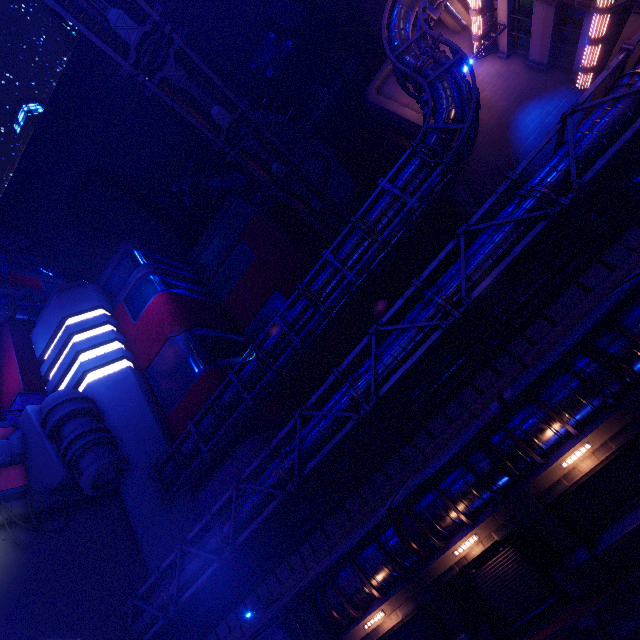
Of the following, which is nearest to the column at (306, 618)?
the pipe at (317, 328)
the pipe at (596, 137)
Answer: the pipe at (596, 137)

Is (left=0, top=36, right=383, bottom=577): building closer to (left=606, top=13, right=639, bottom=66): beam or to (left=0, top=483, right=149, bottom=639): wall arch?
(left=0, top=483, right=149, bottom=639): wall arch

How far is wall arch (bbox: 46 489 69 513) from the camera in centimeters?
1971cm

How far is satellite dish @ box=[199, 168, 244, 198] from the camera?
40.1m

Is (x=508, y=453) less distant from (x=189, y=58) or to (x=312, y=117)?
(x=189, y=58)

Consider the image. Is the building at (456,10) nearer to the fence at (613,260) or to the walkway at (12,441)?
the walkway at (12,441)

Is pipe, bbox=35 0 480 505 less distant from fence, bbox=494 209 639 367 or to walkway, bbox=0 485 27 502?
fence, bbox=494 209 639 367
